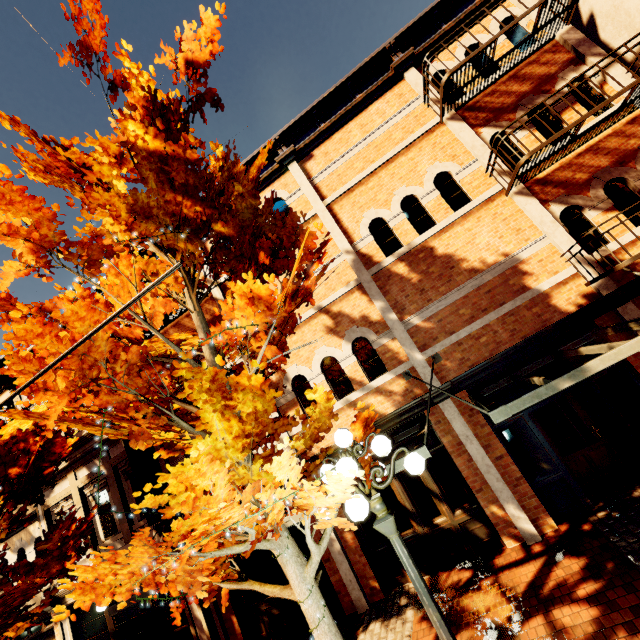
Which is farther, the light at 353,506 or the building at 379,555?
the building at 379,555

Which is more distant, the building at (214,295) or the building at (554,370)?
the building at (214,295)

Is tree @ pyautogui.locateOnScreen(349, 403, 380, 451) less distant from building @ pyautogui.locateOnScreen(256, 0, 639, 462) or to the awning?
building @ pyautogui.locateOnScreen(256, 0, 639, 462)

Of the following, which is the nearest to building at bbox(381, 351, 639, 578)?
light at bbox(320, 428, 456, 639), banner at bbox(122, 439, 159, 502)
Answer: banner at bbox(122, 439, 159, 502)

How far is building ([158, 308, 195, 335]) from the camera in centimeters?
1012cm

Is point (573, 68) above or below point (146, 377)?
above

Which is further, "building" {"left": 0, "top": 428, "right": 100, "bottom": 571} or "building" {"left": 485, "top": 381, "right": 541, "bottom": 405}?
"building" {"left": 0, "top": 428, "right": 100, "bottom": 571}

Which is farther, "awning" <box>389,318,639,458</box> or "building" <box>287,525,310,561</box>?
"building" <box>287,525,310,561</box>
